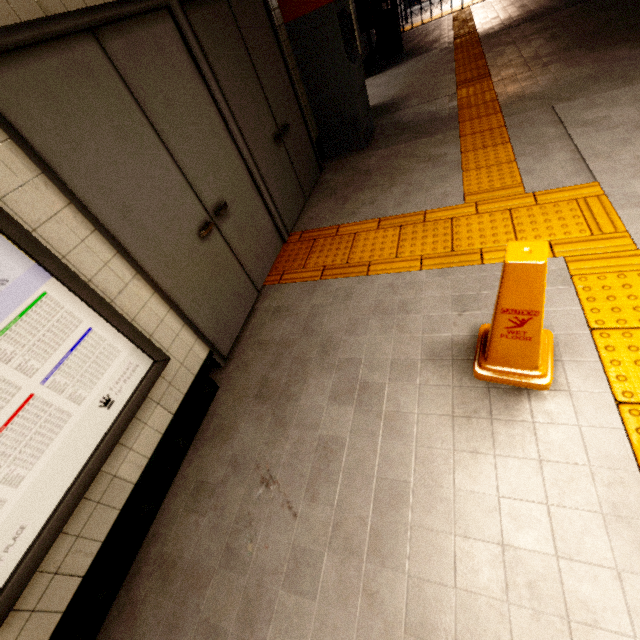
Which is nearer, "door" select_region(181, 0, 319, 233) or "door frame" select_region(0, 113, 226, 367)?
"door frame" select_region(0, 113, 226, 367)

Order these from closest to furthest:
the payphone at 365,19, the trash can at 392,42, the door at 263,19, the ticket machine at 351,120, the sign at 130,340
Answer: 1. the sign at 130,340
2. the door at 263,19
3. the ticket machine at 351,120
4. the payphone at 365,19
5. the trash can at 392,42

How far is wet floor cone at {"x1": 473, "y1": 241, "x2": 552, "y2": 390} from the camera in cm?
133

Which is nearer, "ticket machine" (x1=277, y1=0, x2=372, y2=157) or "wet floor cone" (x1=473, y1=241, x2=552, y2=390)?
"wet floor cone" (x1=473, y1=241, x2=552, y2=390)

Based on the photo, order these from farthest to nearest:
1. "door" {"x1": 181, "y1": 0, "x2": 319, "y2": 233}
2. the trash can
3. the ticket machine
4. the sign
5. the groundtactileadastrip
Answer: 1. the trash can
2. the ticket machine
3. "door" {"x1": 181, "y1": 0, "x2": 319, "y2": 233}
4. the groundtactileadastrip
5. the sign

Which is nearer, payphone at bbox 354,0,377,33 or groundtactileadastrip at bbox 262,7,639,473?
groundtactileadastrip at bbox 262,7,639,473

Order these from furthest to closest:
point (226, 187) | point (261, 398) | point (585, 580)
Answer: point (226, 187)
point (261, 398)
point (585, 580)

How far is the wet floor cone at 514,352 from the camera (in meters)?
1.33
